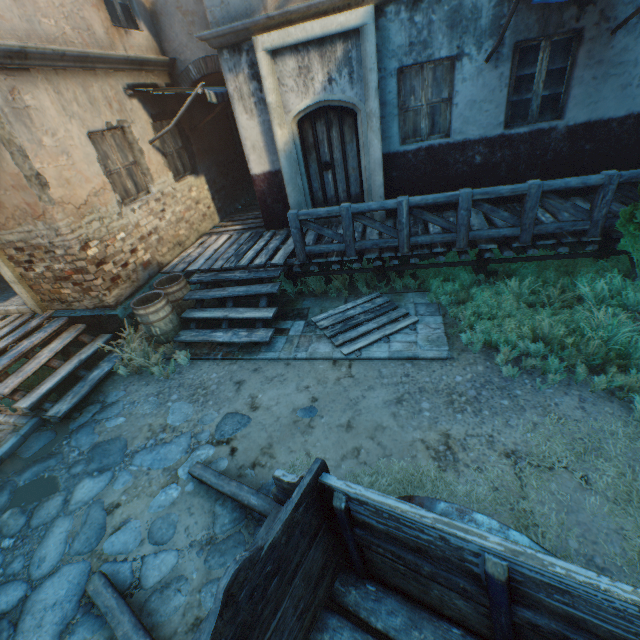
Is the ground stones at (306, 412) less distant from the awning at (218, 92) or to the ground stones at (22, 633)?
the ground stones at (22, 633)

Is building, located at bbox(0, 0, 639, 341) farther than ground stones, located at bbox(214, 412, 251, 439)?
Yes

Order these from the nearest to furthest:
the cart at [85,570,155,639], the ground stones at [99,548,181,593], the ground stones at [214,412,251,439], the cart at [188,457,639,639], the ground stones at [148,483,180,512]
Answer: the cart at [188,457,639,639] < the cart at [85,570,155,639] < the ground stones at [99,548,181,593] < the ground stones at [148,483,180,512] < the ground stones at [214,412,251,439]

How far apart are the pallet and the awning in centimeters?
505cm

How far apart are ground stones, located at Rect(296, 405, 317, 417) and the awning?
6.53m

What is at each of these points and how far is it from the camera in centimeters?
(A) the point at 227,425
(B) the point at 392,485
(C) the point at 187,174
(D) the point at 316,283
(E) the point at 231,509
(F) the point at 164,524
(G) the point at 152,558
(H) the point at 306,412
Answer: (A) ground stones, 464cm
(B) straw, 357cm
(C) building, 870cm
(D) plants, 725cm
(E) ground stones, 363cm
(F) ground stones, 364cm
(G) ground stones, 337cm
(H) ground stones, 457cm

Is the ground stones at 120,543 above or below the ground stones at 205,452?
below

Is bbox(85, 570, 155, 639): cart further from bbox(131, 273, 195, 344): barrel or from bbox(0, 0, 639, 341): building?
bbox(0, 0, 639, 341): building
